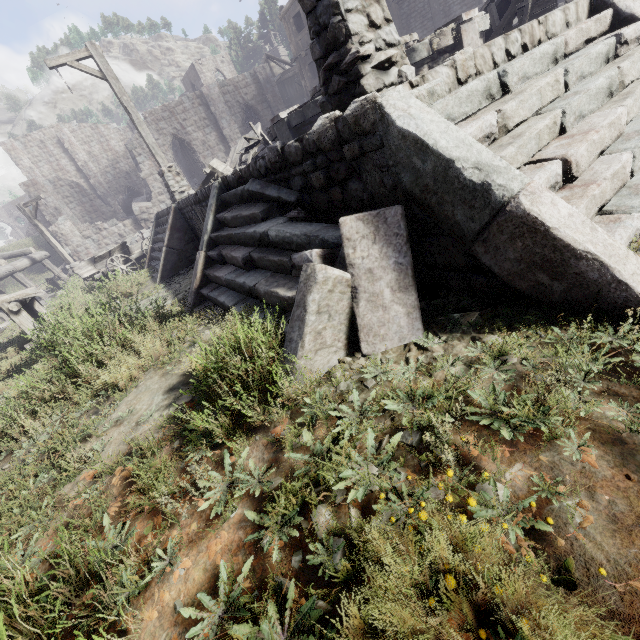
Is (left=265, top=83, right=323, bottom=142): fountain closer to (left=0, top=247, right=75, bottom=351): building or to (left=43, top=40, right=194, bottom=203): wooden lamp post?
(left=43, top=40, right=194, bottom=203): wooden lamp post

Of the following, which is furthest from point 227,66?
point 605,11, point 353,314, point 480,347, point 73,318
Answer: point 480,347

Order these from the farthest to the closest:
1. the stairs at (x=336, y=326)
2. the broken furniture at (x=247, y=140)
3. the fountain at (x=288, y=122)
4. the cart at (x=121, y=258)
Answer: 1. the cart at (x=121, y=258)
2. the broken furniture at (x=247, y=140)
3. the fountain at (x=288, y=122)
4. the stairs at (x=336, y=326)

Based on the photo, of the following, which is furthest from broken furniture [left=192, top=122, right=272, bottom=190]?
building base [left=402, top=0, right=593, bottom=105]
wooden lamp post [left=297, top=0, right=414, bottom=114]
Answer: wooden lamp post [left=297, top=0, right=414, bottom=114]

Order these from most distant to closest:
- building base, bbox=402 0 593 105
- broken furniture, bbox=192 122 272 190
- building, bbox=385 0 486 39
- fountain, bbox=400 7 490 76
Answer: building, bbox=385 0 486 39 < broken furniture, bbox=192 122 272 190 < fountain, bbox=400 7 490 76 < building base, bbox=402 0 593 105

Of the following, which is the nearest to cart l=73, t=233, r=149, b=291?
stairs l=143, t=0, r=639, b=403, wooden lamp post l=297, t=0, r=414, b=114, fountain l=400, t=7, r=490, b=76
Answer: stairs l=143, t=0, r=639, b=403

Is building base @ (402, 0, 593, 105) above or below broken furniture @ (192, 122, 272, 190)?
below

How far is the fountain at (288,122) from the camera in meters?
7.2
